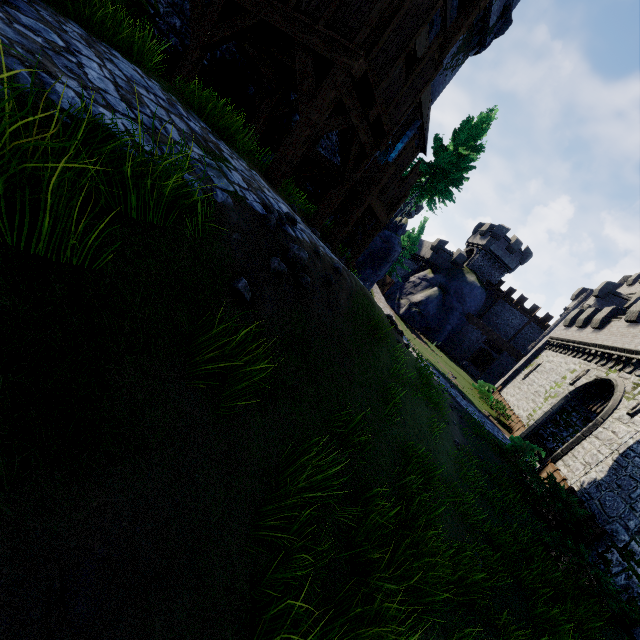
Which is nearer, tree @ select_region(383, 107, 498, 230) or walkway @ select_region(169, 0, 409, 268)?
walkway @ select_region(169, 0, 409, 268)

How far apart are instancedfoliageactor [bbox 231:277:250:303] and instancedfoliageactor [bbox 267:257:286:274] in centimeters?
44cm

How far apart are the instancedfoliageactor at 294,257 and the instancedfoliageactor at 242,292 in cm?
87

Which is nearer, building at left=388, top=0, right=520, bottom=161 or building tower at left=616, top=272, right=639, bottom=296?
building at left=388, top=0, right=520, bottom=161

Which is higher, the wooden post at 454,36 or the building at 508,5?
the building at 508,5

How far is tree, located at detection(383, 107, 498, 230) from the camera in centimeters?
2609cm

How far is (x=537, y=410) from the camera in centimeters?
2302cm

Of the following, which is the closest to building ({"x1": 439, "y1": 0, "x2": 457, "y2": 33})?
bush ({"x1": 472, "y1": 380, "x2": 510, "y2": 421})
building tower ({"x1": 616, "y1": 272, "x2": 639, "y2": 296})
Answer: bush ({"x1": 472, "y1": 380, "x2": 510, "y2": 421})
